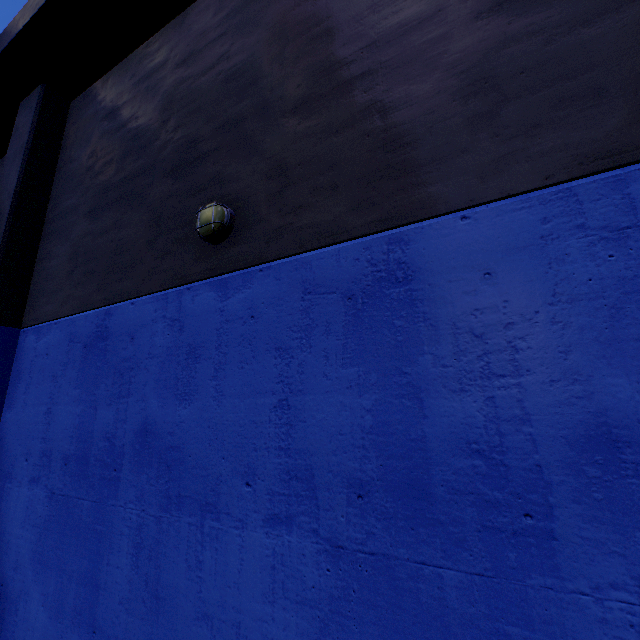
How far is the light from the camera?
3.50m

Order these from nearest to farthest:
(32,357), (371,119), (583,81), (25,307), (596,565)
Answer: (596,565), (583,81), (371,119), (32,357), (25,307)

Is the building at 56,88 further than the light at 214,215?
No

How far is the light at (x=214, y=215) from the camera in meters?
3.5

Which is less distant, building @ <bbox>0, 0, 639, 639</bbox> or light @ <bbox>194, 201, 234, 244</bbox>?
building @ <bbox>0, 0, 639, 639</bbox>
